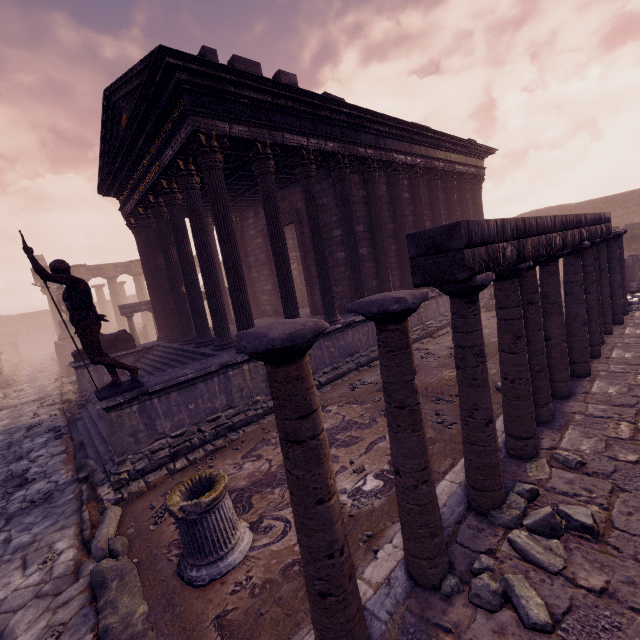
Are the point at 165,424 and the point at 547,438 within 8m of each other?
yes

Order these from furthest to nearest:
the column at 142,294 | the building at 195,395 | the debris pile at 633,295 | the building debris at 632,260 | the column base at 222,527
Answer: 1. the column at 142,294
2. the building debris at 632,260
3. the debris pile at 633,295
4. the building at 195,395
5. the column base at 222,527

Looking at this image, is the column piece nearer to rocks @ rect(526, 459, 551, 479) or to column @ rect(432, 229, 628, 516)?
rocks @ rect(526, 459, 551, 479)

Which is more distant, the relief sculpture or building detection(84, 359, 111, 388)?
the relief sculpture

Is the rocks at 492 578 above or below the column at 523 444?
below

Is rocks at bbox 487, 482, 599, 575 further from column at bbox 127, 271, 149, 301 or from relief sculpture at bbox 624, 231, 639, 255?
column at bbox 127, 271, 149, 301

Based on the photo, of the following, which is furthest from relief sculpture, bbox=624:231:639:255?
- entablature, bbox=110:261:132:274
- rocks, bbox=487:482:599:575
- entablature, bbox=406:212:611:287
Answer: entablature, bbox=110:261:132:274

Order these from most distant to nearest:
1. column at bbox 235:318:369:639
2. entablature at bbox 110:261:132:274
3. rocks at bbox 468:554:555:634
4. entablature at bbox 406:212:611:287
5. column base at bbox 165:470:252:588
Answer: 1. entablature at bbox 110:261:132:274
2. column base at bbox 165:470:252:588
3. entablature at bbox 406:212:611:287
4. rocks at bbox 468:554:555:634
5. column at bbox 235:318:369:639
